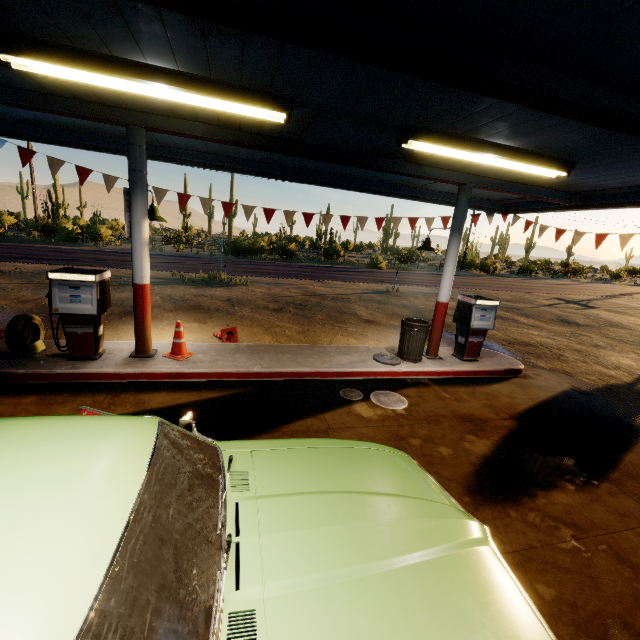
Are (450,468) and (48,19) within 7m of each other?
yes

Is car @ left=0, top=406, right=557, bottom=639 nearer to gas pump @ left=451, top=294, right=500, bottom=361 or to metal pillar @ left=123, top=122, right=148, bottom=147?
metal pillar @ left=123, top=122, right=148, bottom=147

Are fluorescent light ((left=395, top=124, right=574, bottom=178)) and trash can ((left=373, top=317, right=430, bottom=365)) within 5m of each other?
yes

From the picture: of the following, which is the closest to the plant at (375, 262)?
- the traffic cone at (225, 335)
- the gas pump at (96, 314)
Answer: the traffic cone at (225, 335)

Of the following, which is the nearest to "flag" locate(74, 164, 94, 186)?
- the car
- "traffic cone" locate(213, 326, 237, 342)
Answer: "traffic cone" locate(213, 326, 237, 342)

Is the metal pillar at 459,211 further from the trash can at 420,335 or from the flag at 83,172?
the flag at 83,172

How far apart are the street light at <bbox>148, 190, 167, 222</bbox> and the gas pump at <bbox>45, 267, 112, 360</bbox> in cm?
127

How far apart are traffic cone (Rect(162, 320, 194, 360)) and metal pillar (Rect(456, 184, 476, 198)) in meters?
5.2 m
